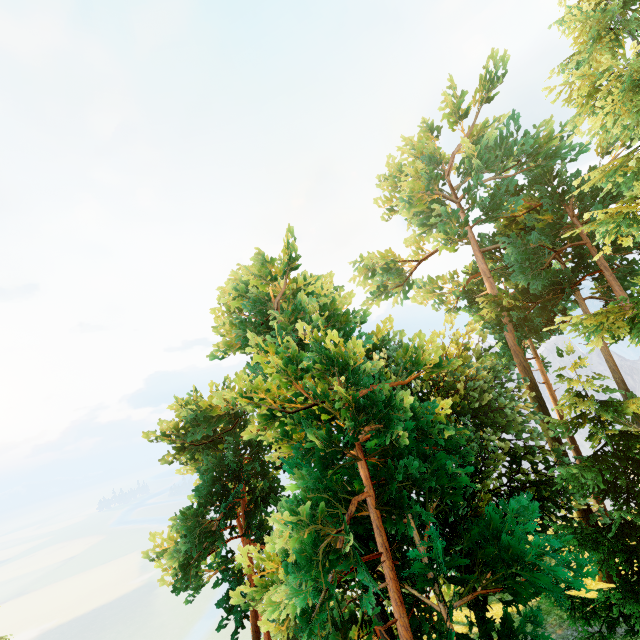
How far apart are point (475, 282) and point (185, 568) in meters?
26.0
